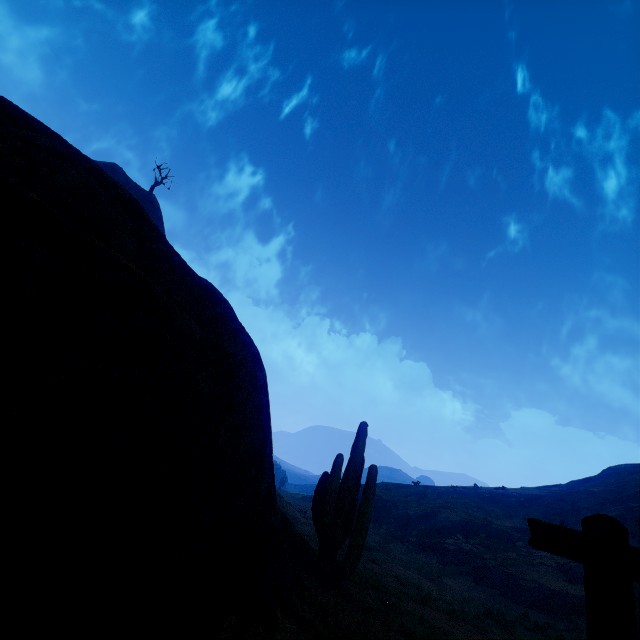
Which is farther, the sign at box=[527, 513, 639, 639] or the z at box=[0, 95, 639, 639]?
the z at box=[0, 95, 639, 639]

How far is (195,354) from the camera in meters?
5.0

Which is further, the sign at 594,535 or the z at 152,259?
the z at 152,259
